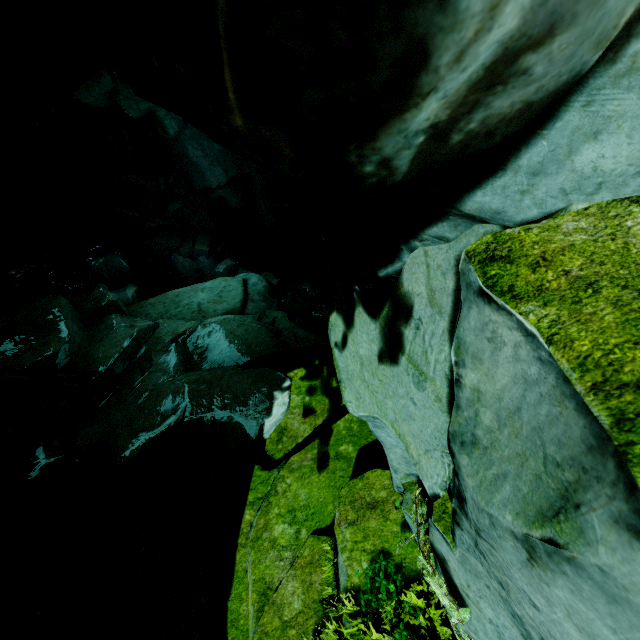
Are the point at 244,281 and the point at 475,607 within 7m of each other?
no

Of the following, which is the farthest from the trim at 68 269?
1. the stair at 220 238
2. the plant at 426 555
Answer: the plant at 426 555

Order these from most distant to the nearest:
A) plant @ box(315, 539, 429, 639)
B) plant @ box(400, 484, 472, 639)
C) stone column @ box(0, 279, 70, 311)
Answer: stone column @ box(0, 279, 70, 311)
plant @ box(315, 539, 429, 639)
plant @ box(400, 484, 472, 639)

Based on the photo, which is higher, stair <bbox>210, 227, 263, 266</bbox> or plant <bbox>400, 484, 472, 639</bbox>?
plant <bbox>400, 484, 472, 639</bbox>

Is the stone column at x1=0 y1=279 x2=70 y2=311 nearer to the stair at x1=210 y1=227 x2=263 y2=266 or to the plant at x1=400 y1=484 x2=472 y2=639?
the stair at x1=210 y1=227 x2=263 y2=266

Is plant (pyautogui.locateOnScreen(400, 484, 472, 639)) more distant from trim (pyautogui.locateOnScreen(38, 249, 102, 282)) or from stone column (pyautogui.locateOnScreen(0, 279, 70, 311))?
trim (pyautogui.locateOnScreen(38, 249, 102, 282))

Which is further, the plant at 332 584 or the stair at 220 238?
the stair at 220 238

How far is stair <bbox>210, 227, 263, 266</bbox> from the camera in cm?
2083
